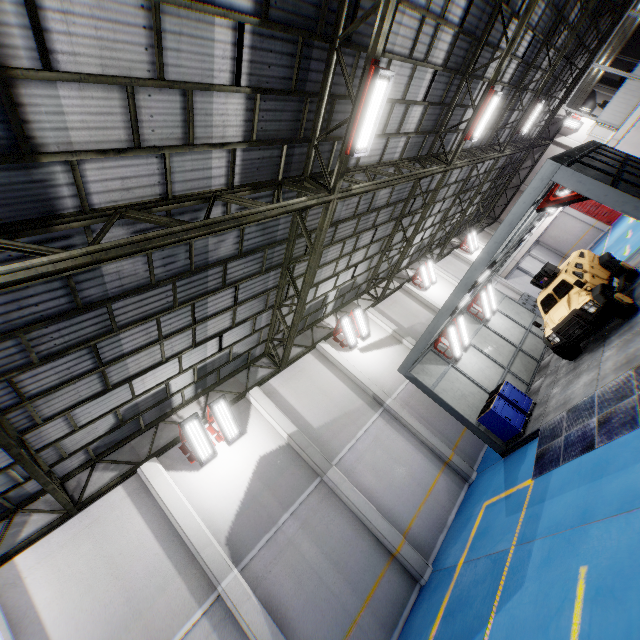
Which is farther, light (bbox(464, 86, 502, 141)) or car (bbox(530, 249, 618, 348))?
light (bbox(464, 86, 502, 141))

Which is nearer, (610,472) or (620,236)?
(610,472)

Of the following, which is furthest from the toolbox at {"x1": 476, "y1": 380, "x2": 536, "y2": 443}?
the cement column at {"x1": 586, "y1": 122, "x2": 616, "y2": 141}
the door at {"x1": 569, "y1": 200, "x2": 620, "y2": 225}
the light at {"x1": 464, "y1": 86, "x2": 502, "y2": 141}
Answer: the door at {"x1": 569, "y1": 200, "x2": 620, "y2": 225}

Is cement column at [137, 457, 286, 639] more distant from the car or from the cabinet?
the cabinet

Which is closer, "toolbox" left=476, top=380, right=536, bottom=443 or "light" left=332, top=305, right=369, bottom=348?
"toolbox" left=476, top=380, right=536, bottom=443

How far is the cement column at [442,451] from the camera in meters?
12.1

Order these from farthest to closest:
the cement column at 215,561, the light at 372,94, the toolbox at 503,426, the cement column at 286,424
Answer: the toolbox at 503,426
the cement column at 286,424
the cement column at 215,561
the light at 372,94

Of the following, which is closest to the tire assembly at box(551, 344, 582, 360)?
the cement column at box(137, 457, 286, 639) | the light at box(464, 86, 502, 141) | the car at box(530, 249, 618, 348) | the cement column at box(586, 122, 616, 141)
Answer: the car at box(530, 249, 618, 348)
